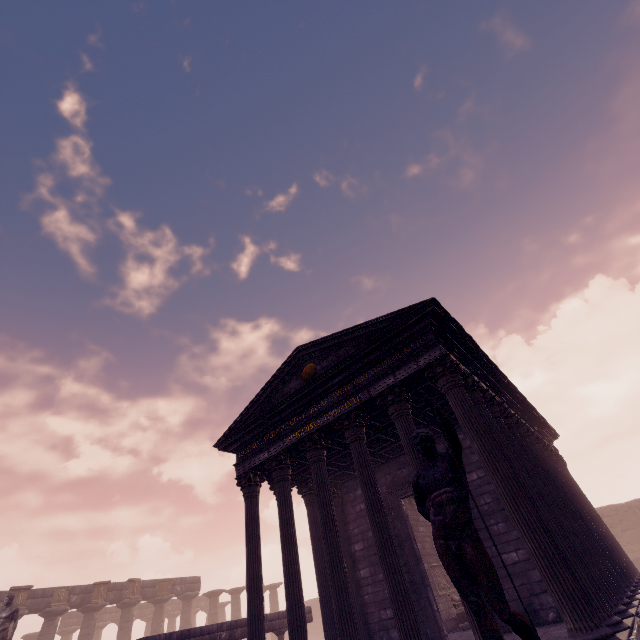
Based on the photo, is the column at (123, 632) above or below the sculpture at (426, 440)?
above

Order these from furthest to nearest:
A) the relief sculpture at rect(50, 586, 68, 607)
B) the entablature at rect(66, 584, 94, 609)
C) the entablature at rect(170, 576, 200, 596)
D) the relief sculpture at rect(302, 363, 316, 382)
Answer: the entablature at rect(170, 576, 200, 596), the entablature at rect(66, 584, 94, 609), the relief sculpture at rect(50, 586, 68, 607), the relief sculpture at rect(302, 363, 316, 382)

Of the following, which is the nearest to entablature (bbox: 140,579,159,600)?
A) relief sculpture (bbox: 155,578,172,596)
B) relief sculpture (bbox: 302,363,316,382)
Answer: relief sculpture (bbox: 155,578,172,596)

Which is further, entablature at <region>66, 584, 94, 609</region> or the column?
the column

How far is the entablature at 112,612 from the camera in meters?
28.2

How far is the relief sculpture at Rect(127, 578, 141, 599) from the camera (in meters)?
22.48

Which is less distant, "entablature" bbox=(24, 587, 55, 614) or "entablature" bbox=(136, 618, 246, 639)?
"entablature" bbox=(136, 618, 246, 639)

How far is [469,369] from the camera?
9.0 meters
